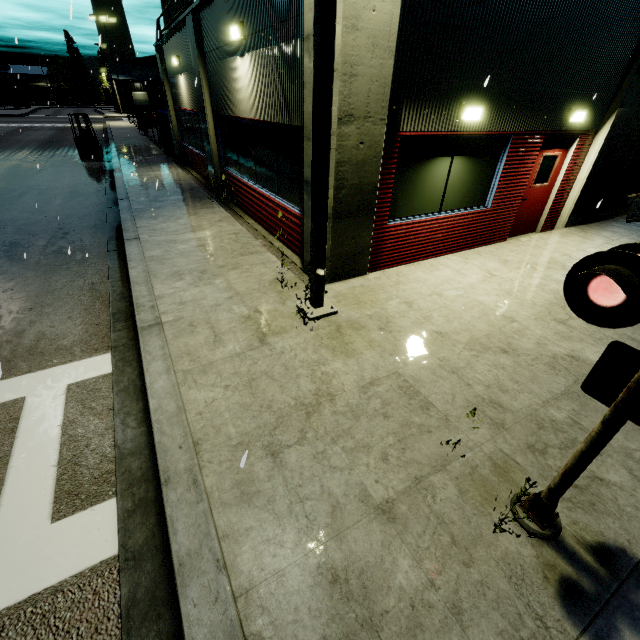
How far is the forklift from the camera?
17.2m

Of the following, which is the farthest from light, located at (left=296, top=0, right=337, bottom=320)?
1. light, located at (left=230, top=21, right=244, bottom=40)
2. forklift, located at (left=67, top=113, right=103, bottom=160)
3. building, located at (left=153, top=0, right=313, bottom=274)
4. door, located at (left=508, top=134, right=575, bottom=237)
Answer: forklift, located at (left=67, top=113, right=103, bottom=160)

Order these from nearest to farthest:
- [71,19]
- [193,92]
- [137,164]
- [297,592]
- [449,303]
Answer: [297,592] → [71,19] → [449,303] → [193,92] → [137,164]

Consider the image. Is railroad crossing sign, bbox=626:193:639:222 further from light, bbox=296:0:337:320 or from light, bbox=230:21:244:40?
light, bbox=230:21:244:40

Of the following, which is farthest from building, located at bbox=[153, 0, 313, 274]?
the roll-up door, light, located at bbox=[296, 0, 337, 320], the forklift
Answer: the forklift

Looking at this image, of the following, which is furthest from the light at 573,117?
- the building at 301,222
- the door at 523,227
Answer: the building at 301,222

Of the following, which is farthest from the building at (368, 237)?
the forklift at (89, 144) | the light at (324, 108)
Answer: the forklift at (89, 144)

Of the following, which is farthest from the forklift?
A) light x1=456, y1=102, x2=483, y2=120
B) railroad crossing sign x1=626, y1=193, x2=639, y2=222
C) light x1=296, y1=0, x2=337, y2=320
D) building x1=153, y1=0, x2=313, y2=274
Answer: railroad crossing sign x1=626, y1=193, x2=639, y2=222
